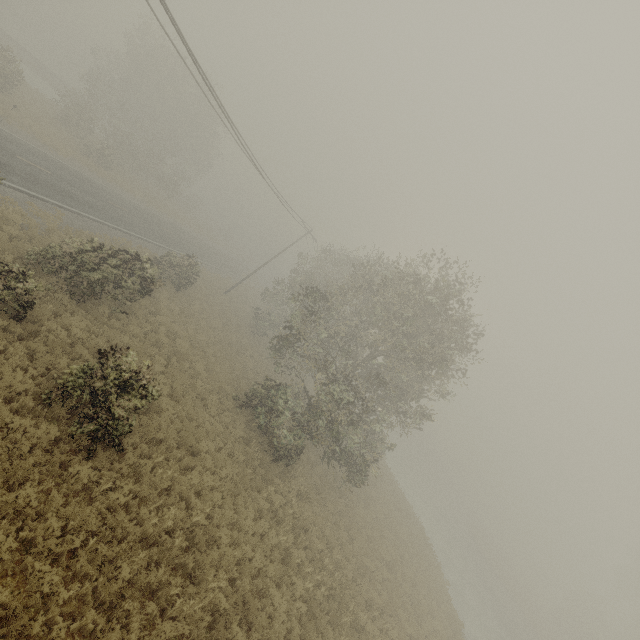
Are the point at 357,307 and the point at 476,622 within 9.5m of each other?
no
